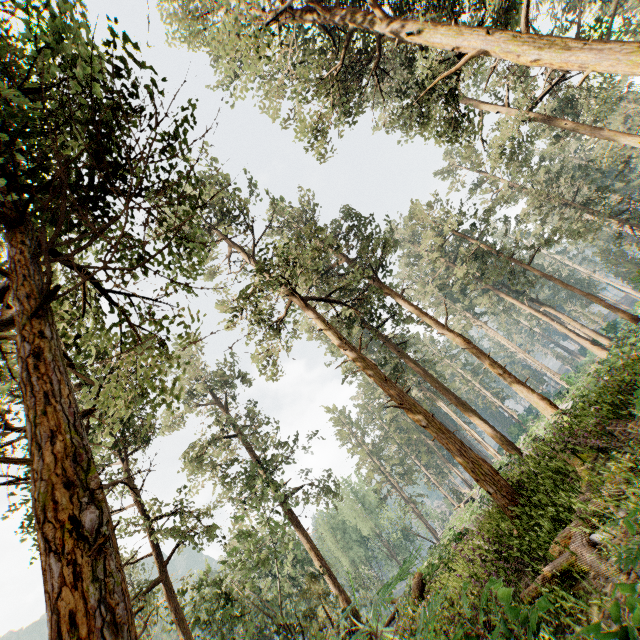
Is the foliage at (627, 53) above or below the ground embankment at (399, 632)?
above

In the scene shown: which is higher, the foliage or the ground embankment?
the foliage

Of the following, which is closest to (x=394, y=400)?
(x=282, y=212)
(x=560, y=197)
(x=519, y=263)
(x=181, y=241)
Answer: (x=181, y=241)
